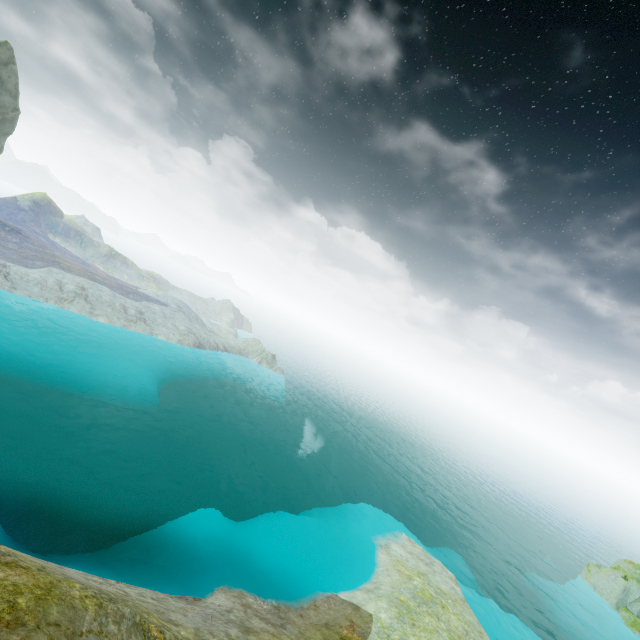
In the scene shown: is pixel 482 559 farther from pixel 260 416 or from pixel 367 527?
pixel 260 416
